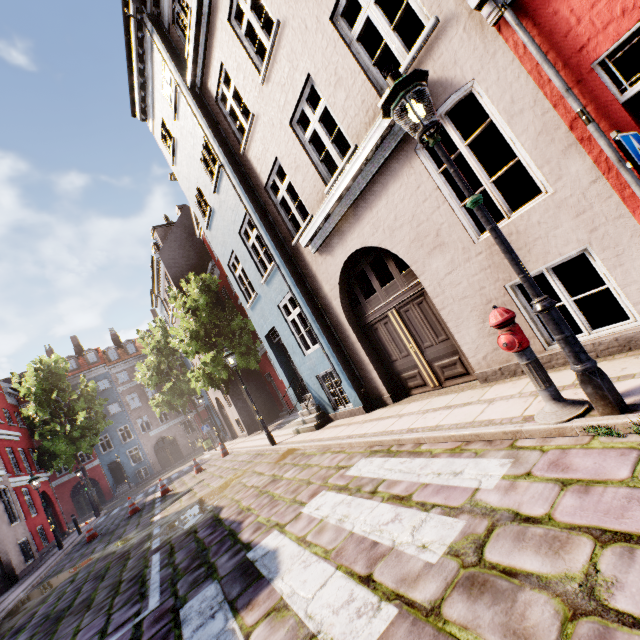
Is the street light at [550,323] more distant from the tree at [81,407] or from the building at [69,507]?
the tree at [81,407]

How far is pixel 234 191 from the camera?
9.3m

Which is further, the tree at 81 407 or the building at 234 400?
the tree at 81 407

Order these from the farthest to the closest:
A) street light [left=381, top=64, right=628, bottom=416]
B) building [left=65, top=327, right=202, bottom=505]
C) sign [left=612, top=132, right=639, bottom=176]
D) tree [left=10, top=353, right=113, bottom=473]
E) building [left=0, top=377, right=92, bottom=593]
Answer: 1. building [left=65, top=327, right=202, bottom=505]
2. tree [left=10, top=353, right=113, bottom=473]
3. building [left=0, top=377, right=92, bottom=593]
4. street light [left=381, top=64, right=628, bottom=416]
5. sign [left=612, top=132, right=639, bottom=176]

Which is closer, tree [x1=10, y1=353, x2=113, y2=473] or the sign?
the sign

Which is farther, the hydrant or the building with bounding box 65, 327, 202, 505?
the building with bounding box 65, 327, 202, 505

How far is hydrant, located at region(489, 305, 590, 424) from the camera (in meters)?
3.07

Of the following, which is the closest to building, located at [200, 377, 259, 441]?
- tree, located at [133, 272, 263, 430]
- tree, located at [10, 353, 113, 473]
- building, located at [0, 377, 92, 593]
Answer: tree, located at [133, 272, 263, 430]
